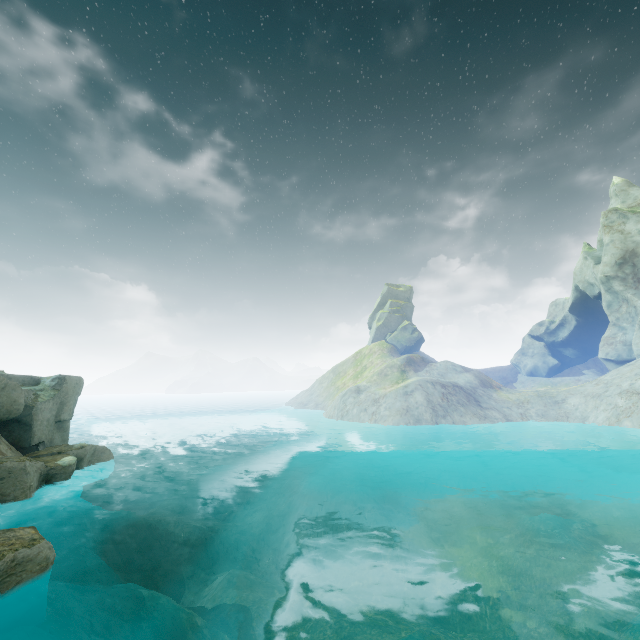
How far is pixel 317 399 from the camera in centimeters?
5978cm
